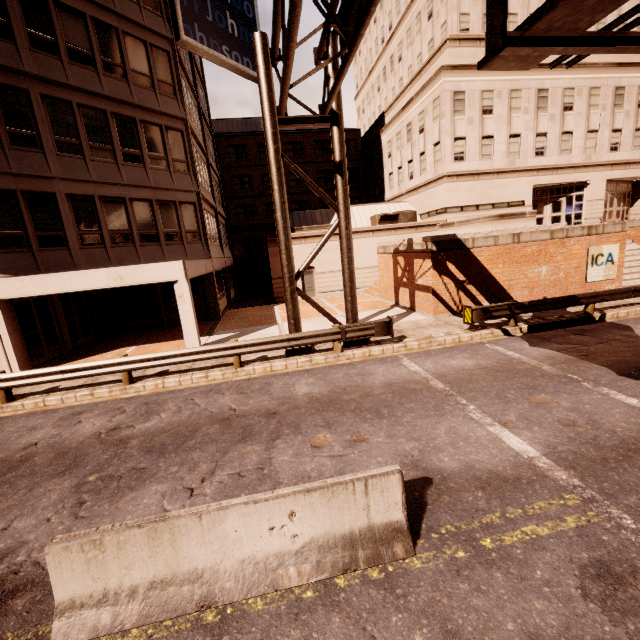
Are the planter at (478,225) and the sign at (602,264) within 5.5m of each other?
yes

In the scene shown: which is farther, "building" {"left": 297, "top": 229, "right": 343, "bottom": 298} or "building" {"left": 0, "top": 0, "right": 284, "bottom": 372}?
"building" {"left": 297, "top": 229, "right": 343, "bottom": 298}

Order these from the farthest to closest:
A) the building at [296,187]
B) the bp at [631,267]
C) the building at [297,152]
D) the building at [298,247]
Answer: the building at [296,187], the building at [297,152], the building at [298,247], the bp at [631,267]

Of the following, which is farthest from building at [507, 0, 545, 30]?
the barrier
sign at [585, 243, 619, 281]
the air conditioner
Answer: the barrier

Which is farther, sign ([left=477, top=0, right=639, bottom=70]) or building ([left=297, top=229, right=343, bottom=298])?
building ([left=297, top=229, right=343, bottom=298])

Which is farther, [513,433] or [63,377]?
[63,377]

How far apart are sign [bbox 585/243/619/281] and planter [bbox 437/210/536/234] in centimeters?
255cm

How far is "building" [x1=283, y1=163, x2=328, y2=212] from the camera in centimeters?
4081cm
